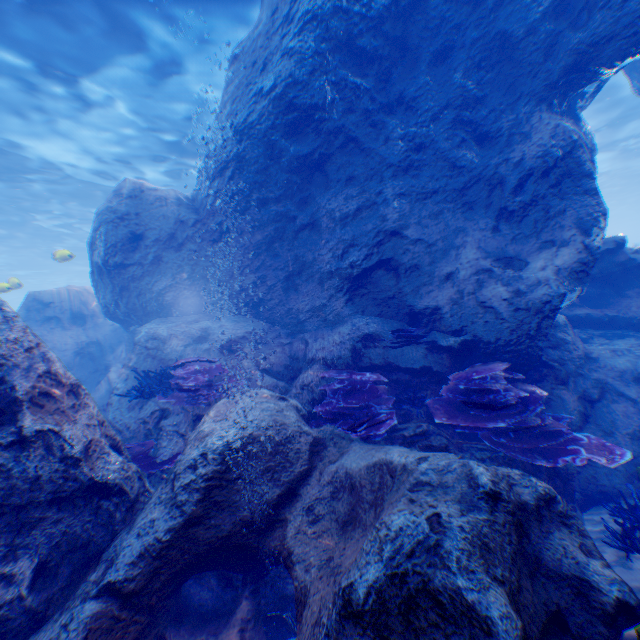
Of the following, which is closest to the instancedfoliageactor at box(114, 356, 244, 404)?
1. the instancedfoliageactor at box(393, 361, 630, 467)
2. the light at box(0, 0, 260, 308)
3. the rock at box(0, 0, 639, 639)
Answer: the rock at box(0, 0, 639, 639)

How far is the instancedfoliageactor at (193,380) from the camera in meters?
5.6

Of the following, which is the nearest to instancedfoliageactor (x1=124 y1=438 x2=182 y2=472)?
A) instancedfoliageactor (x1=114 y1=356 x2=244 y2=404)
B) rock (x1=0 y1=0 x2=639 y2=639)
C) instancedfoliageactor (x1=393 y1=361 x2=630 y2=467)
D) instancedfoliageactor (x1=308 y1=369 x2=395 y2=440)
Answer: rock (x1=0 y1=0 x2=639 y2=639)

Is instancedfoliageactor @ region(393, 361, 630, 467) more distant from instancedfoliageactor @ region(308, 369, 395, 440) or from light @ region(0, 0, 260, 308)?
light @ region(0, 0, 260, 308)

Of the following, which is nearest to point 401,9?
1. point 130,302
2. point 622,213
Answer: point 130,302

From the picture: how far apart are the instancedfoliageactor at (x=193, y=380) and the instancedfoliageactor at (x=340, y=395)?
1.3 meters

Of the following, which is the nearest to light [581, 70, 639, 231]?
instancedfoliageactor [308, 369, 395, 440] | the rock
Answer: the rock

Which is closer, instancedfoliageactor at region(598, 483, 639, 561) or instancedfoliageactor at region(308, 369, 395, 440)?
instancedfoliageactor at region(598, 483, 639, 561)
